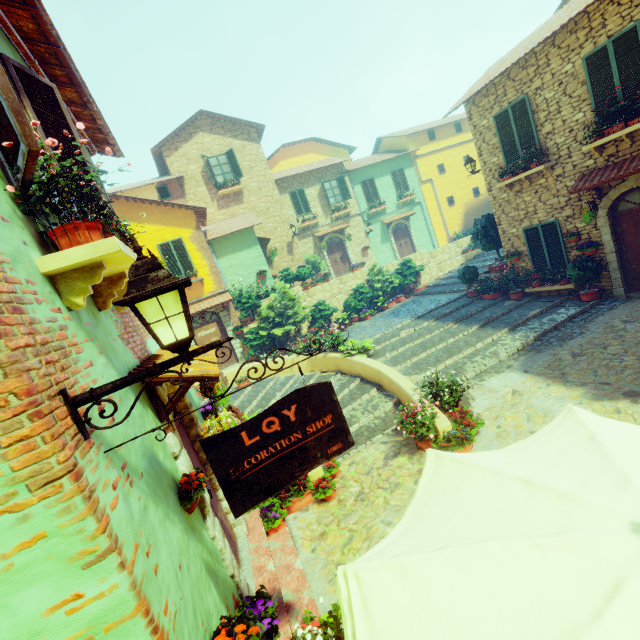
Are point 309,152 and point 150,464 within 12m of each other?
no

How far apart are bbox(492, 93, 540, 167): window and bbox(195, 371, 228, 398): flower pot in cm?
1095

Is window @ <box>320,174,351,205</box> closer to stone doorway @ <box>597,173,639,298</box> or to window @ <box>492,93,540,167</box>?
window @ <box>492,93,540,167</box>

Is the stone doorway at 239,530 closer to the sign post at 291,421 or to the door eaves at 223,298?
the sign post at 291,421

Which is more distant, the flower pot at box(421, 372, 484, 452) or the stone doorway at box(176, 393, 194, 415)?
the flower pot at box(421, 372, 484, 452)

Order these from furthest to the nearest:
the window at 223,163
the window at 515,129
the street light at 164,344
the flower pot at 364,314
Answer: the window at 223,163 < the flower pot at 364,314 < the window at 515,129 < the street light at 164,344

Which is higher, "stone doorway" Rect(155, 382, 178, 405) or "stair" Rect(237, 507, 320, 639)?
"stone doorway" Rect(155, 382, 178, 405)

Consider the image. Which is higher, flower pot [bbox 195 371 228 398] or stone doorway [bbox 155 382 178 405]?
stone doorway [bbox 155 382 178 405]
